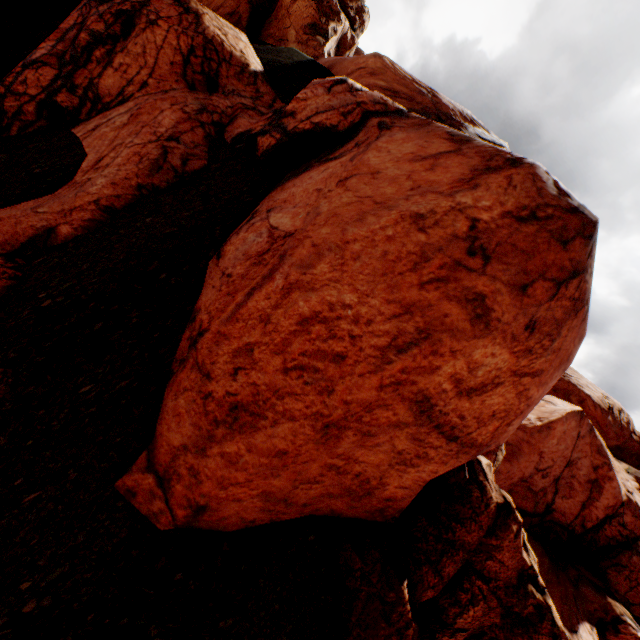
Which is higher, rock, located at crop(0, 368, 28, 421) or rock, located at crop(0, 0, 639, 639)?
rock, located at crop(0, 0, 639, 639)

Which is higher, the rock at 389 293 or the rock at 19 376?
the rock at 389 293

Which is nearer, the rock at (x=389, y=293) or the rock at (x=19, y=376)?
the rock at (x=389, y=293)

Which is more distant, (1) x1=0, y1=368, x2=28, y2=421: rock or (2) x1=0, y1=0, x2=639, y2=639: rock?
(1) x1=0, y1=368, x2=28, y2=421: rock

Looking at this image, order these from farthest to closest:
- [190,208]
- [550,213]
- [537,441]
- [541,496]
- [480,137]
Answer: [541,496]
[537,441]
[480,137]
[190,208]
[550,213]
